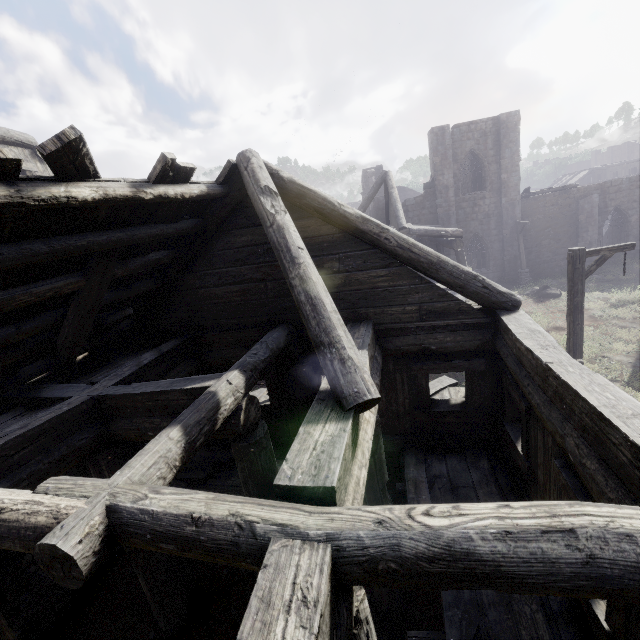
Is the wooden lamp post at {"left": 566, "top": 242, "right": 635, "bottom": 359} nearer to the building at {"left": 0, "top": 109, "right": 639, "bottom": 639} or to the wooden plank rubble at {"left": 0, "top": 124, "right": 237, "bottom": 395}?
the building at {"left": 0, "top": 109, "right": 639, "bottom": 639}

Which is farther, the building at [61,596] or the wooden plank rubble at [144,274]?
the wooden plank rubble at [144,274]

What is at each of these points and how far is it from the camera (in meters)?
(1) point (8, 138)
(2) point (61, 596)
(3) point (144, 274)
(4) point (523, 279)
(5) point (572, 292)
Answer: (1) building, 8.66
(2) building, 6.56
(3) wooden plank rubble, 6.03
(4) wooden lamp post, 23.62
(5) wooden lamp post, 8.86

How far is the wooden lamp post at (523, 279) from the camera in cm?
2200

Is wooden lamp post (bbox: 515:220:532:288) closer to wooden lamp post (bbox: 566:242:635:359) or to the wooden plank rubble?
wooden lamp post (bbox: 566:242:635:359)

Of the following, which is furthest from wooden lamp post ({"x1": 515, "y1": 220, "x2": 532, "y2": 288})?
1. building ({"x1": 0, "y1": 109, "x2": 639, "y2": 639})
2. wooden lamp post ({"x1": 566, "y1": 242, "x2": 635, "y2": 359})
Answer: wooden lamp post ({"x1": 566, "y1": 242, "x2": 635, "y2": 359})

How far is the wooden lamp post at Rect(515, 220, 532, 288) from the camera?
22.00m

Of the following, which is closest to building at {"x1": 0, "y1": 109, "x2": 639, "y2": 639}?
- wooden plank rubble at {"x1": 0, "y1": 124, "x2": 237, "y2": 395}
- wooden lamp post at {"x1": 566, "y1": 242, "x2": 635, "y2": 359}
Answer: wooden plank rubble at {"x1": 0, "y1": 124, "x2": 237, "y2": 395}
